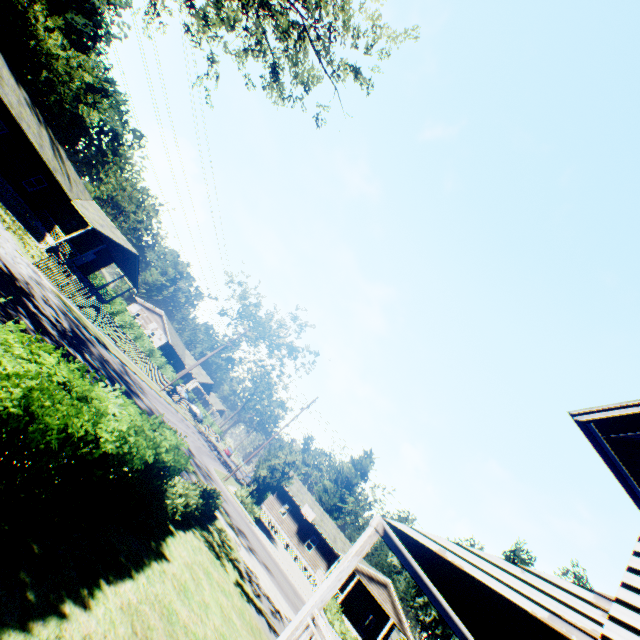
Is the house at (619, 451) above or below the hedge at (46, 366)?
above

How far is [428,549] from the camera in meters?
6.6

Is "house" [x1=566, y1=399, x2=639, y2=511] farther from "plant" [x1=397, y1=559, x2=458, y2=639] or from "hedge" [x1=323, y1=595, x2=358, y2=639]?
"hedge" [x1=323, y1=595, x2=358, y2=639]

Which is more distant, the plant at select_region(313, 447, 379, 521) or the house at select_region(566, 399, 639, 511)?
the plant at select_region(313, 447, 379, 521)

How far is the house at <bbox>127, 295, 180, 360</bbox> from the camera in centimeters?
5522cm

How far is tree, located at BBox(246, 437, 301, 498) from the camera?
30.64m

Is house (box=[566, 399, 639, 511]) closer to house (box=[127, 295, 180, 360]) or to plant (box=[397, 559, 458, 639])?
plant (box=[397, 559, 458, 639])

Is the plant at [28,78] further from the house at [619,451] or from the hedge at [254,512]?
the hedge at [254,512]
